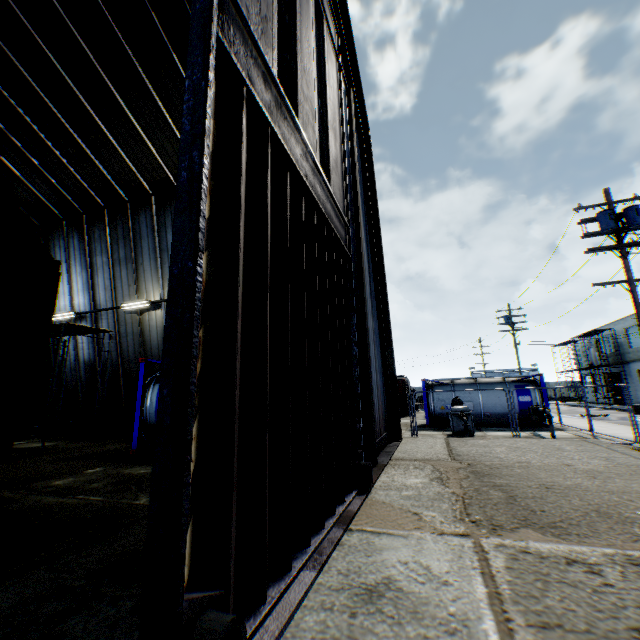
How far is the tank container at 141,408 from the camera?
10.2 meters

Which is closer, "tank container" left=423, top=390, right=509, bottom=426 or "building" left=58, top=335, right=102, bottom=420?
"building" left=58, top=335, right=102, bottom=420

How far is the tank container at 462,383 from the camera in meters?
19.2

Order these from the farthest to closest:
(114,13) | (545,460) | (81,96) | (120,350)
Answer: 1. (120,350)
2. (81,96)
3. (114,13)
4. (545,460)

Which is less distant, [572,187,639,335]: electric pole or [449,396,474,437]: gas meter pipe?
[572,187,639,335]: electric pole

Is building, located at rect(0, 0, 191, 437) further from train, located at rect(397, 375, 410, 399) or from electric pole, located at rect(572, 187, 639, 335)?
train, located at rect(397, 375, 410, 399)

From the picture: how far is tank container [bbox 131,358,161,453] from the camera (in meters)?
10.16

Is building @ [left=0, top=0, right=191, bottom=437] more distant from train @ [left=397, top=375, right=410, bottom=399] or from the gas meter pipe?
train @ [left=397, top=375, right=410, bottom=399]
